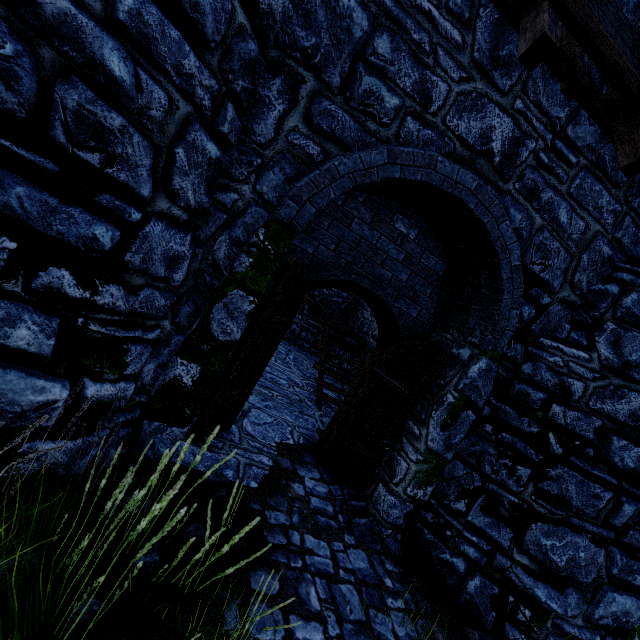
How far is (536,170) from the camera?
3.72m

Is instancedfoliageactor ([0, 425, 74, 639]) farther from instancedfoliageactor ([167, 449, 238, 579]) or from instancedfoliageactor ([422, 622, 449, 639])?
instancedfoliageactor ([422, 622, 449, 639])

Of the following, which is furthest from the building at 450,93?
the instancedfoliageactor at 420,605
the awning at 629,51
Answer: the instancedfoliageactor at 420,605

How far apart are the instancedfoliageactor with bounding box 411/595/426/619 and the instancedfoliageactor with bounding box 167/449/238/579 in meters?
2.3

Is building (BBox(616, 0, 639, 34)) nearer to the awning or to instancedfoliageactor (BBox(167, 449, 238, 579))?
the awning

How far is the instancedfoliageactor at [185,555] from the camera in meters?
2.4 m

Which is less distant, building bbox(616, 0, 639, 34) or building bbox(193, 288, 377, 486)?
building bbox(616, 0, 639, 34)
